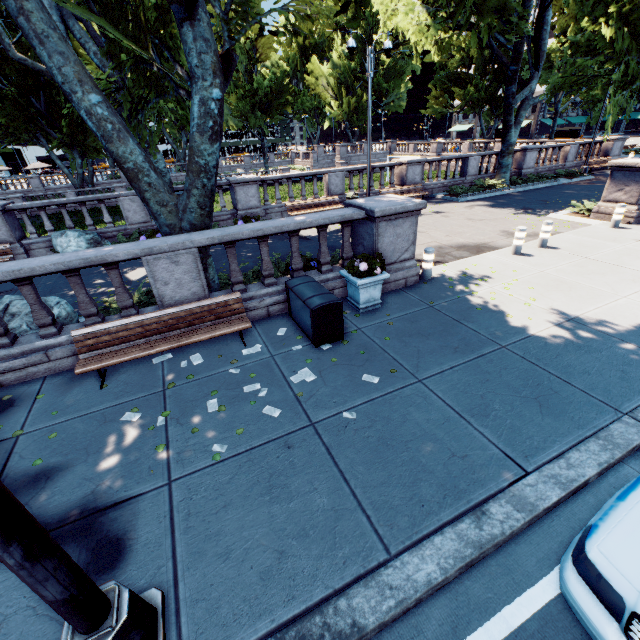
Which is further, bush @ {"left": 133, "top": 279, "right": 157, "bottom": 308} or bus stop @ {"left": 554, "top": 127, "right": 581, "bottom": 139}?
bus stop @ {"left": 554, "top": 127, "right": 581, "bottom": 139}

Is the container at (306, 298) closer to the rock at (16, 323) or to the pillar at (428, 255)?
the pillar at (428, 255)

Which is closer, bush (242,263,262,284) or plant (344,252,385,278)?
plant (344,252,385,278)

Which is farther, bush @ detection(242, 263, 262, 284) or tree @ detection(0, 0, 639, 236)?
bush @ detection(242, 263, 262, 284)

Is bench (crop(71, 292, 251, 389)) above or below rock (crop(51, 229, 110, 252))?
below

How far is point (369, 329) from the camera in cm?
667

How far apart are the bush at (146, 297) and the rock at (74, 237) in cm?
567

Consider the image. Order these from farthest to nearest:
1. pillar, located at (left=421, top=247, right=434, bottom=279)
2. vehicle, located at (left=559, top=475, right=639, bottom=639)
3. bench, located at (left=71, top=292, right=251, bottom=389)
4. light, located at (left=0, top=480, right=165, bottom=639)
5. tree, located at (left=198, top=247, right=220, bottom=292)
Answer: pillar, located at (left=421, top=247, right=434, bottom=279)
tree, located at (left=198, top=247, right=220, bottom=292)
bench, located at (left=71, top=292, right=251, bottom=389)
vehicle, located at (left=559, top=475, right=639, bottom=639)
light, located at (left=0, top=480, right=165, bottom=639)
